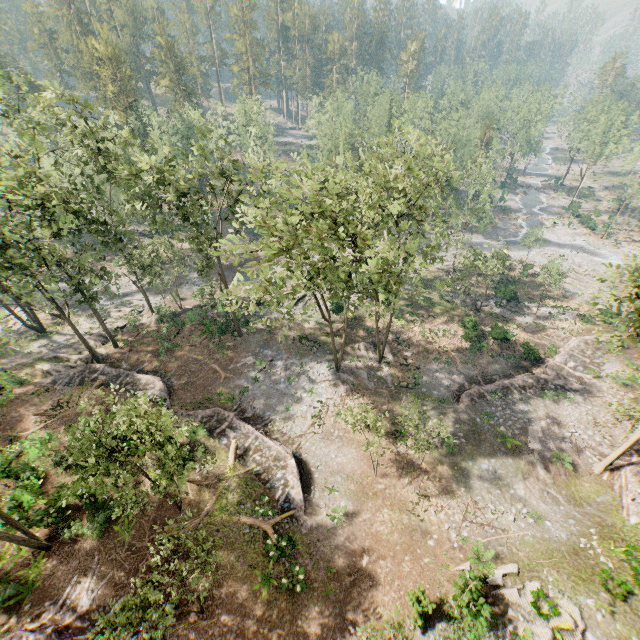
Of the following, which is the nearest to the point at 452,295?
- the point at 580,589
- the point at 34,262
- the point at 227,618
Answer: the point at 580,589

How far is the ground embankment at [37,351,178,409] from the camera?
27.47m

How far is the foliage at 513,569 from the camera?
15.78m

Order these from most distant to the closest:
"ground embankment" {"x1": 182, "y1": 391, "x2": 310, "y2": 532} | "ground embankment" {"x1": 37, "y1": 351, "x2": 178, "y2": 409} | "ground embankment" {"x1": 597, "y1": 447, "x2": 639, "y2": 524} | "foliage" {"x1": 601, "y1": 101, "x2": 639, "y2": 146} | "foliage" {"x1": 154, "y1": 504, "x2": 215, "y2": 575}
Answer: "foliage" {"x1": 601, "y1": 101, "x2": 639, "y2": 146}, "ground embankment" {"x1": 37, "y1": 351, "x2": 178, "y2": 409}, "ground embankment" {"x1": 182, "y1": 391, "x2": 310, "y2": 532}, "ground embankment" {"x1": 597, "y1": 447, "x2": 639, "y2": 524}, "foliage" {"x1": 154, "y1": 504, "x2": 215, "y2": 575}

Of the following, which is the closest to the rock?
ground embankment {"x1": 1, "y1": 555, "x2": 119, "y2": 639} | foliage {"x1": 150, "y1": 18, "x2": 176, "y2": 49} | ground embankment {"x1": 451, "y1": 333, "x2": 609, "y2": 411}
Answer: foliage {"x1": 150, "y1": 18, "x2": 176, "y2": 49}

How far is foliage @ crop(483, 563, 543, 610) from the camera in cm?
1578

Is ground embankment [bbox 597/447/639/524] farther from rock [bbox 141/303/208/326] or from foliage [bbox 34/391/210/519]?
rock [bbox 141/303/208/326]
